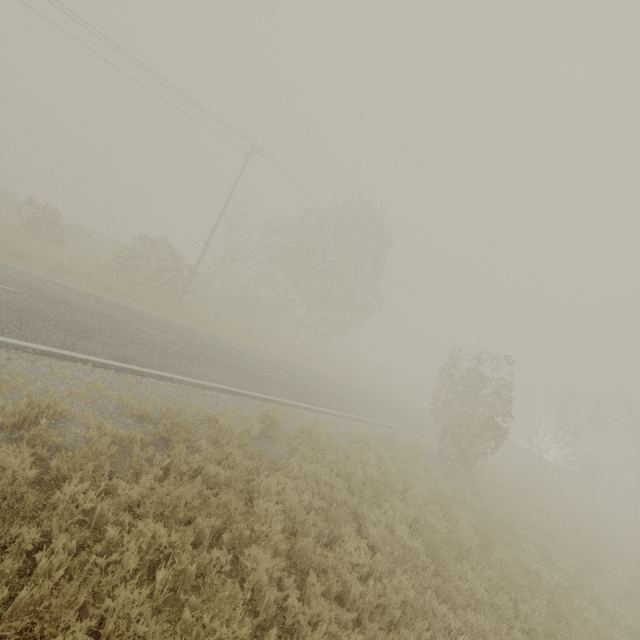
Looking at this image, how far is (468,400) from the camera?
16.6m
